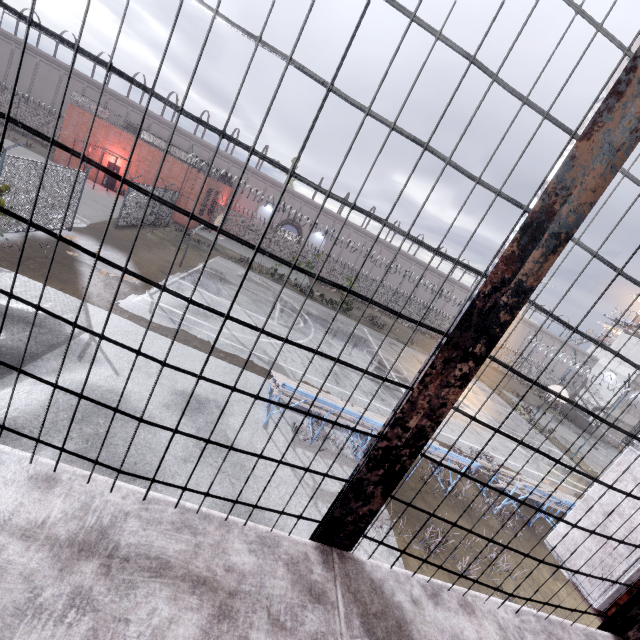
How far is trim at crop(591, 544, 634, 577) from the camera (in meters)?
2.03

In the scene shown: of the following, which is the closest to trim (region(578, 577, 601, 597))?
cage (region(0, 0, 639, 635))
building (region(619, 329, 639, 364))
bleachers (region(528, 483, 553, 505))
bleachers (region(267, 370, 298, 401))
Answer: cage (region(0, 0, 639, 635))

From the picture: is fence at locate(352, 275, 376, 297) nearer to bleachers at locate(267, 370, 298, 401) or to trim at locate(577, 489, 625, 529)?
trim at locate(577, 489, 625, 529)

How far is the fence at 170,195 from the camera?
21.8 meters

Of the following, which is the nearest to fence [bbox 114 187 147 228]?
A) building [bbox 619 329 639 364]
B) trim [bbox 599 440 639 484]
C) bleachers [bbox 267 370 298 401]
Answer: trim [bbox 599 440 639 484]

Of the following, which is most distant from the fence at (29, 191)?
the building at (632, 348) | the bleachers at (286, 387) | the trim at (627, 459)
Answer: the building at (632, 348)

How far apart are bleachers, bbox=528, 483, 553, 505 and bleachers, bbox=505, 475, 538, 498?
0.1 meters

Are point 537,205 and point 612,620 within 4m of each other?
yes
